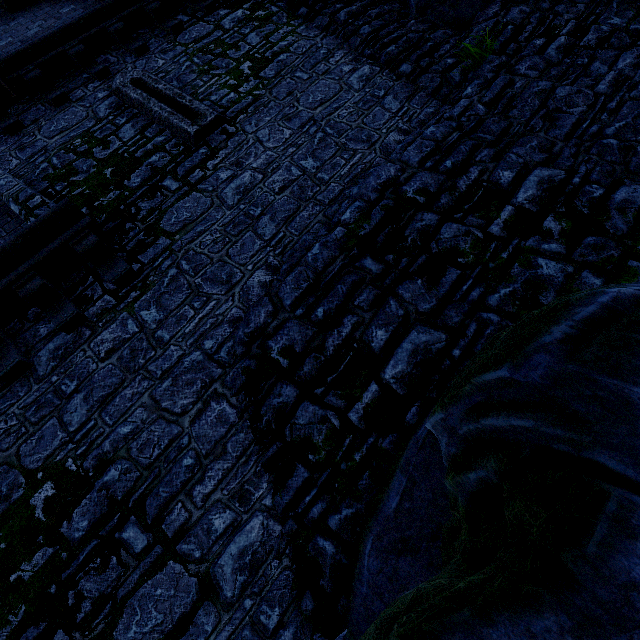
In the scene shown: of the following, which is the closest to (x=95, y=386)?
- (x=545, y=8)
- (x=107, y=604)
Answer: (x=107, y=604)

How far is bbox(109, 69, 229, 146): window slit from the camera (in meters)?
5.73

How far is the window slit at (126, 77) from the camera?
5.7 meters

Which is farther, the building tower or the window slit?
the window slit

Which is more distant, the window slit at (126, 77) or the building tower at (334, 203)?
the window slit at (126, 77)
